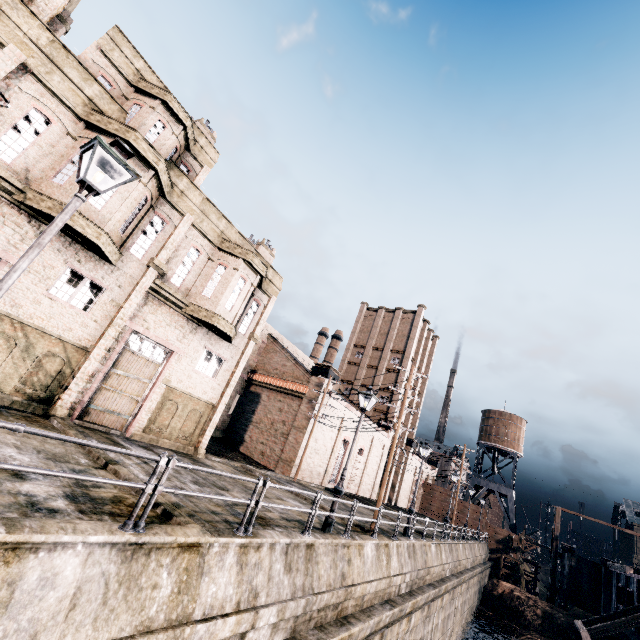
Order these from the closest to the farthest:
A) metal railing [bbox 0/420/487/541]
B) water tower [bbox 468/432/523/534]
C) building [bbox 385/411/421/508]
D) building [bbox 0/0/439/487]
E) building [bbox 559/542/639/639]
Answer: metal railing [bbox 0/420/487/541] < building [bbox 0/0/439/487] < building [bbox 559/542/639/639] < building [bbox 385/411/421/508] < water tower [bbox 468/432/523/534]

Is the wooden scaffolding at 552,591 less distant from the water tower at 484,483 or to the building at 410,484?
the water tower at 484,483

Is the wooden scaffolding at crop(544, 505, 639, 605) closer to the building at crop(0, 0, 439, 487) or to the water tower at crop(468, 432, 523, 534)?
the water tower at crop(468, 432, 523, 534)

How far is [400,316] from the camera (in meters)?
54.00

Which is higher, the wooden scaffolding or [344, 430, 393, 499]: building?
[344, 430, 393, 499]: building

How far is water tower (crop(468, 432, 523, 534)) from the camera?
54.40m

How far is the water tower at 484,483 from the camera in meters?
54.4

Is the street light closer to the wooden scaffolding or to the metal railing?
the metal railing
